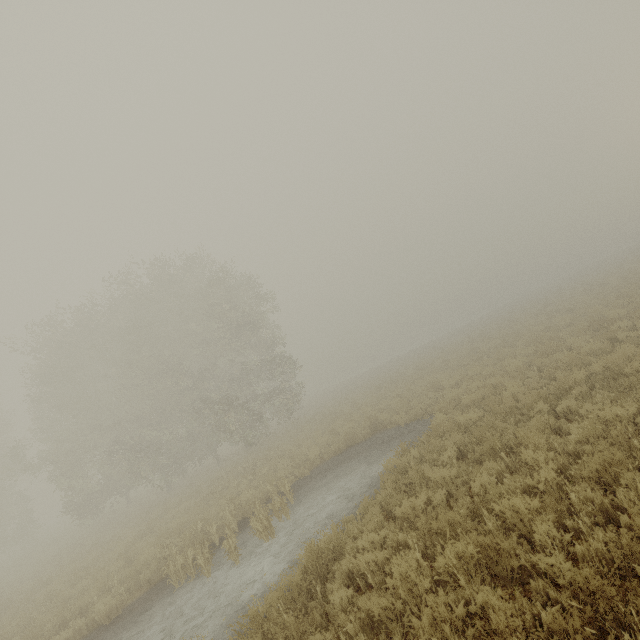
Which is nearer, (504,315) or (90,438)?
(90,438)
